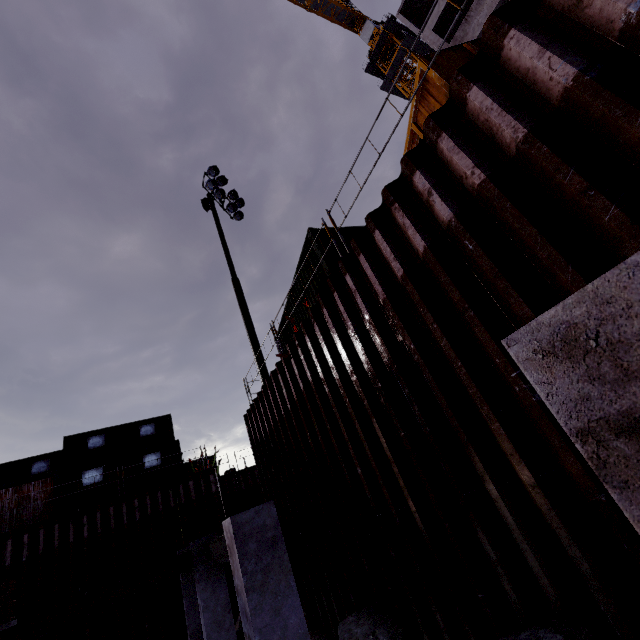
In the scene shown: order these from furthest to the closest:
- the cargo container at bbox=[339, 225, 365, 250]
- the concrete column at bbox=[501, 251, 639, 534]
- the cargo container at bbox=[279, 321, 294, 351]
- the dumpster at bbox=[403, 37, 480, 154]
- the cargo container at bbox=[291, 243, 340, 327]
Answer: the cargo container at bbox=[279, 321, 294, 351] → the cargo container at bbox=[339, 225, 365, 250] → the cargo container at bbox=[291, 243, 340, 327] → the dumpster at bbox=[403, 37, 480, 154] → the concrete column at bbox=[501, 251, 639, 534]

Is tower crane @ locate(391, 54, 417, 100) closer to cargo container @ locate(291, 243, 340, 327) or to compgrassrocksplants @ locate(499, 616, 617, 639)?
cargo container @ locate(291, 243, 340, 327)

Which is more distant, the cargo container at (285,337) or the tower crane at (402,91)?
the tower crane at (402,91)

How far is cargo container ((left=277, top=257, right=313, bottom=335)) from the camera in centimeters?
906cm

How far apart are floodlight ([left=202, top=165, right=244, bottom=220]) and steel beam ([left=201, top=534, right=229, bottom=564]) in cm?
1450

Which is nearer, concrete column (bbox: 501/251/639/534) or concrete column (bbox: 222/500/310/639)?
concrete column (bbox: 501/251/639/534)

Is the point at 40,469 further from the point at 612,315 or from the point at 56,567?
the point at 612,315

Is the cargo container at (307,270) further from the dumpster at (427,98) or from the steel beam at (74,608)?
the steel beam at (74,608)
